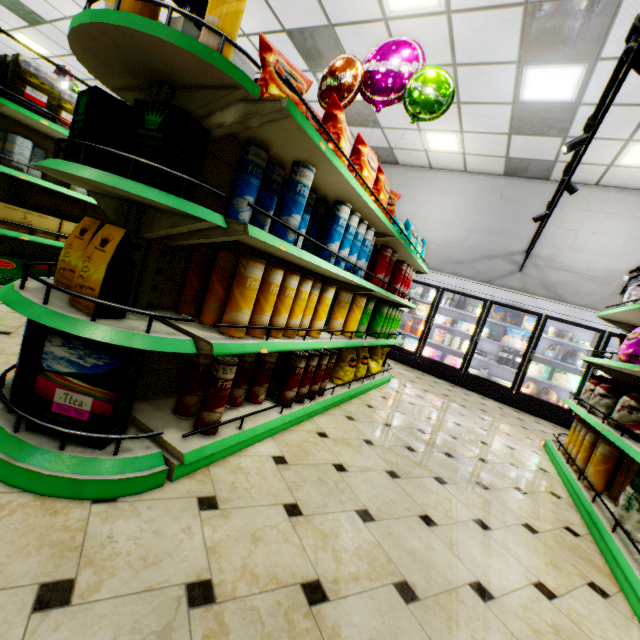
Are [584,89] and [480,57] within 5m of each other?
yes

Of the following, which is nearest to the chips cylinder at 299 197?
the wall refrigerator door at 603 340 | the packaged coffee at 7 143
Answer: the packaged coffee at 7 143

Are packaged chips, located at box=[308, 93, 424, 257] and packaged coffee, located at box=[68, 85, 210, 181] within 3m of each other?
yes

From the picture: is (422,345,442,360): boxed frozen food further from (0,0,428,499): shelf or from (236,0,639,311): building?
(0,0,428,499): shelf

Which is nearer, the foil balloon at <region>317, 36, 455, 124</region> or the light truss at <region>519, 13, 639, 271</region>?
the light truss at <region>519, 13, 639, 271</region>

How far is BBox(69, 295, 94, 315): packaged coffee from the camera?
1.4m

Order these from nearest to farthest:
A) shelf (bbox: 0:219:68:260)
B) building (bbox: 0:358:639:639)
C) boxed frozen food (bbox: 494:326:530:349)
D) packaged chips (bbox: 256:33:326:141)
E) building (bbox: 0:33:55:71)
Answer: building (bbox: 0:358:639:639)
packaged chips (bbox: 256:33:326:141)
shelf (bbox: 0:219:68:260)
boxed frozen food (bbox: 494:326:530:349)
building (bbox: 0:33:55:71)

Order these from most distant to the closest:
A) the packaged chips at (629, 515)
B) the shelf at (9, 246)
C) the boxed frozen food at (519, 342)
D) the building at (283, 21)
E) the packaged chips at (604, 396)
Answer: the boxed frozen food at (519, 342), the building at (283, 21), the shelf at (9, 246), the packaged chips at (604, 396), the packaged chips at (629, 515)
